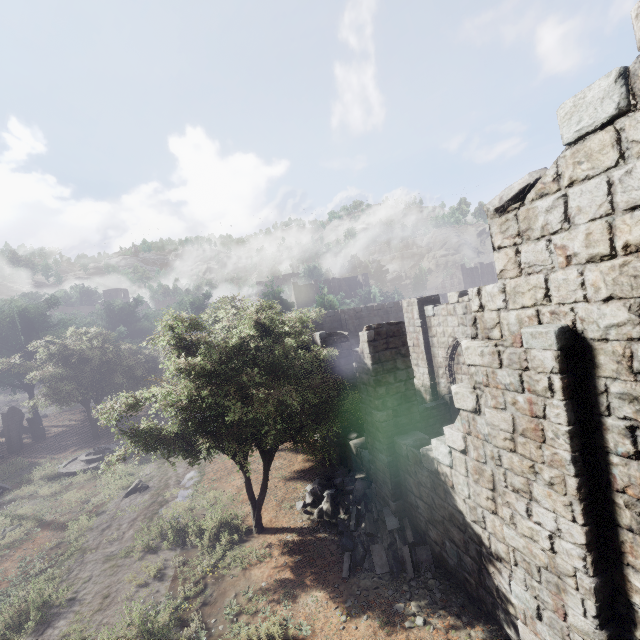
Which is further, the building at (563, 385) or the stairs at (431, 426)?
the stairs at (431, 426)

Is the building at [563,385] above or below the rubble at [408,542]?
above

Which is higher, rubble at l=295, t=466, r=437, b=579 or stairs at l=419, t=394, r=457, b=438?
stairs at l=419, t=394, r=457, b=438

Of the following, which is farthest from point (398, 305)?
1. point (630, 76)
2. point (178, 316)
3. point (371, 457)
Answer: point (178, 316)

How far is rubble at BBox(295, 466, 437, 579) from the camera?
8.2 meters

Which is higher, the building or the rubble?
the building

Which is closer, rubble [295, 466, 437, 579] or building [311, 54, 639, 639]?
building [311, 54, 639, 639]

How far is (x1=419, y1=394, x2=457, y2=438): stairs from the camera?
13.66m
